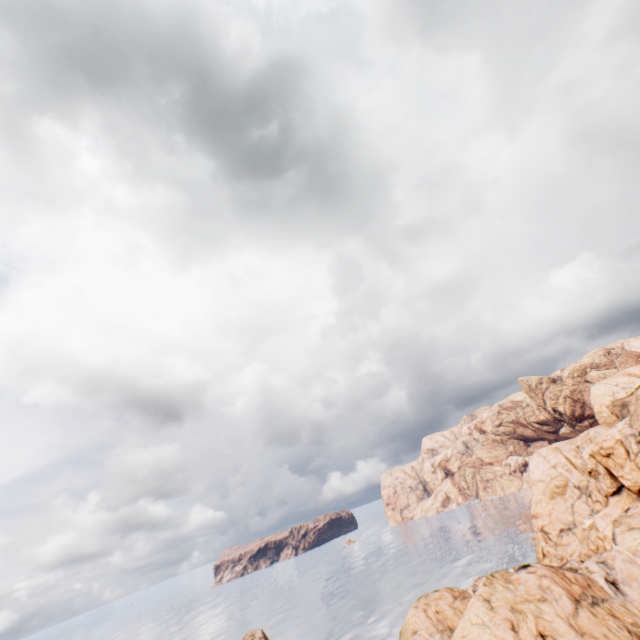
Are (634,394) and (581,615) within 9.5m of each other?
no
